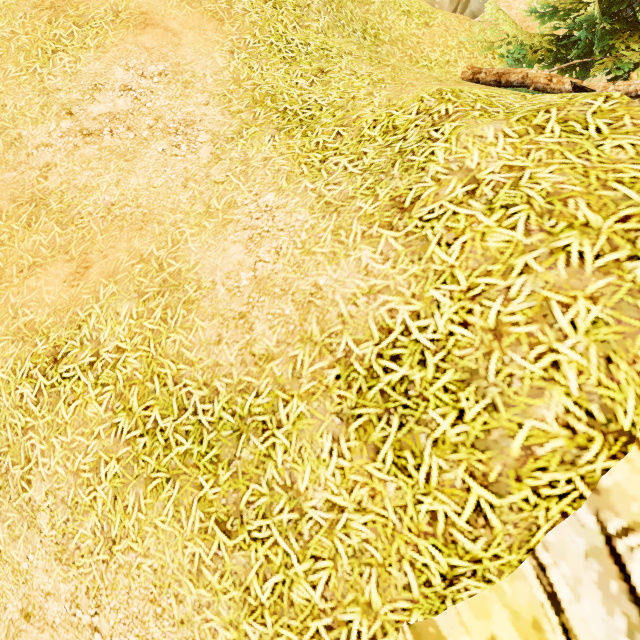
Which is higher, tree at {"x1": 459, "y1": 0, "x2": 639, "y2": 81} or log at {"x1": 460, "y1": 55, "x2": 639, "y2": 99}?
tree at {"x1": 459, "y1": 0, "x2": 639, "y2": 81}

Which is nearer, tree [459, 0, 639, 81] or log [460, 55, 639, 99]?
log [460, 55, 639, 99]

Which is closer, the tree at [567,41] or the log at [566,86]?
the log at [566,86]

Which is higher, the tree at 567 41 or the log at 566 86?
the tree at 567 41

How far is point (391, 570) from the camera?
2.11m
